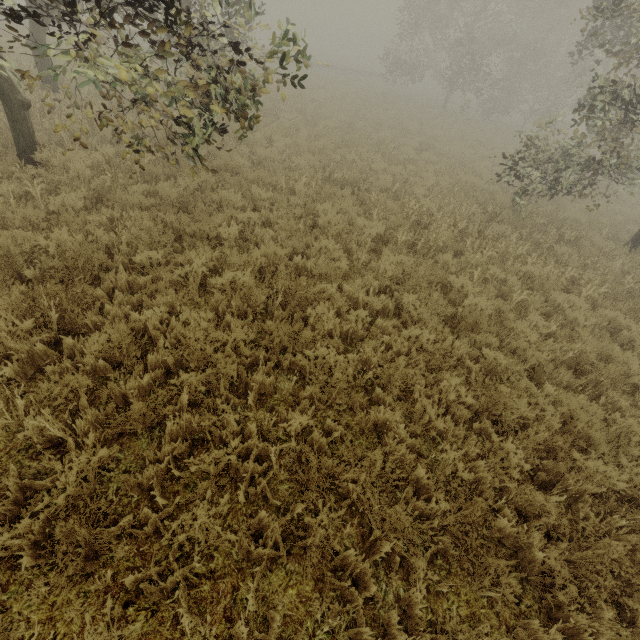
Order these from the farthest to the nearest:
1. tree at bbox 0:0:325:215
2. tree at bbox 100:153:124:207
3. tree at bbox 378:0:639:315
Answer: tree at bbox 378:0:639:315 < tree at bbox 100:153:124:207 < tree at bbox 0:0:325:215

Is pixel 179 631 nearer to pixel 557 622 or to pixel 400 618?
pixel 400 618

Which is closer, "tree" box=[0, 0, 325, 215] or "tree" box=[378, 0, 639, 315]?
"tree" box=[0, 0, 325, 215]

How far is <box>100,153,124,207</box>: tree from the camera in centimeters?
634cm

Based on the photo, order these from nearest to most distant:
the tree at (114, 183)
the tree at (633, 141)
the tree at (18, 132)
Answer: the tree at (18, 132) → the tree at (114, 183) → the tree at (633, 141)

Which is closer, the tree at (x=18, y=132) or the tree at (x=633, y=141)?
the tree at (x=18, y=132)
